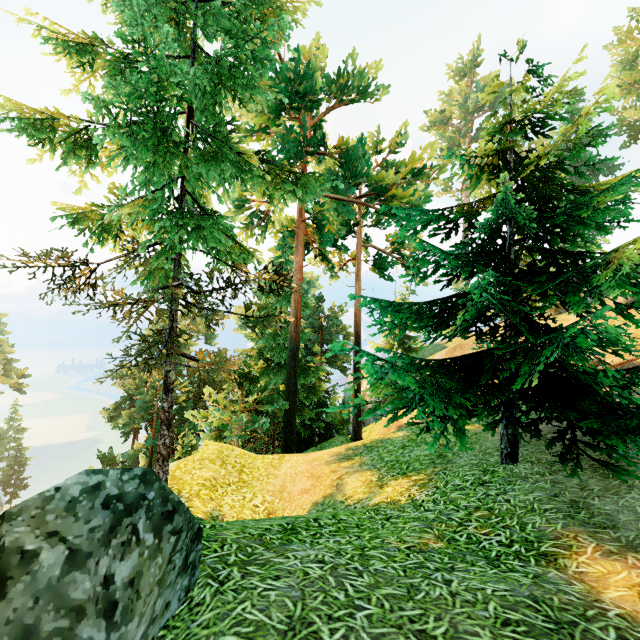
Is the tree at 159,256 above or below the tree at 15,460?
above

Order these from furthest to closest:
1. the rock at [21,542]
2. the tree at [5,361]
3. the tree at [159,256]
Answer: the tree at [5,361] → the tree at [159,256] → the rock at [21,542]

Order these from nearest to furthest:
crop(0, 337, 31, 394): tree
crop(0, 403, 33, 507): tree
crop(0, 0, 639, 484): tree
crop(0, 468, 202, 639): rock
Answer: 1. crop(0, 468, 202, 639): rock
2. crop(0, 0, 639, 484): tree
3. crop(0, 337, 31, 394): tree
4. crop(0, 403, 33, 507): tree

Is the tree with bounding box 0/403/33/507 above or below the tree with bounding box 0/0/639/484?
below

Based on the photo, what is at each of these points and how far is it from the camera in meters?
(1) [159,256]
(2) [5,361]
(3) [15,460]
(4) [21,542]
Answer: (1) tree, 9.3 m
(2) tree, 51.8 m
(3) tree, 48.8 m
(4) rock, 1.9 m

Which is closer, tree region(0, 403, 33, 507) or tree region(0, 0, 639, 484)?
tree region(0, 0, 639, 484)

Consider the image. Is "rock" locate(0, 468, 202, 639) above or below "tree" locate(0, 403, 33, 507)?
above
